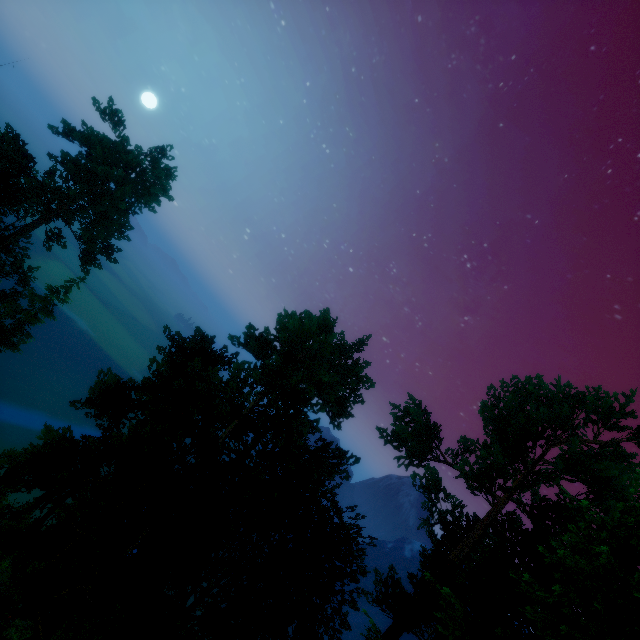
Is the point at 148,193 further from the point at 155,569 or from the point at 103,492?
the point at 155,569

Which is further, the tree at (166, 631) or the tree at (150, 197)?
the tree at (150, 197)

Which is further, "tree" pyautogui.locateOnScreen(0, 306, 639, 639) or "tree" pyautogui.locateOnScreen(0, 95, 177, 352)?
"tree" pyautogui.locateOnScreen(0, 95, 177, 352)
